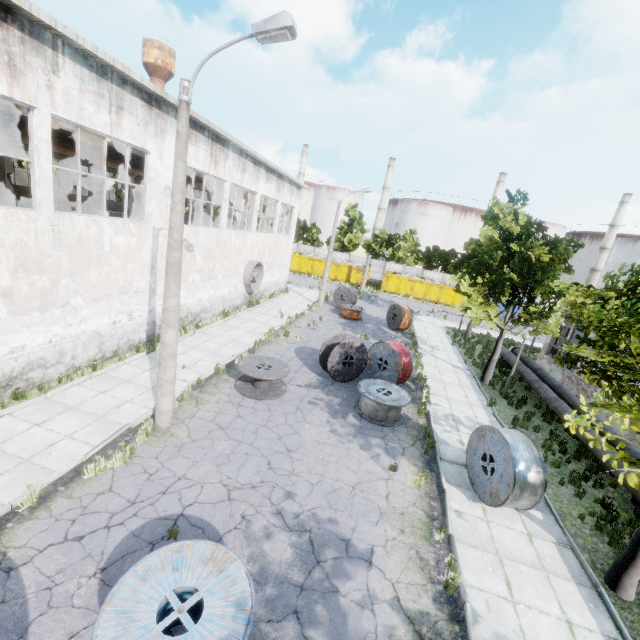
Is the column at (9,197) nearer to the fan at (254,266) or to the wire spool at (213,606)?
the fan at (254,266)

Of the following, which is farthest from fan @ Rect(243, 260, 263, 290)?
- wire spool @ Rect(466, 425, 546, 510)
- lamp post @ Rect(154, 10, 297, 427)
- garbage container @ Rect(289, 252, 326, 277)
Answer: garbage container @ Rect(289, 252, 326, 277)

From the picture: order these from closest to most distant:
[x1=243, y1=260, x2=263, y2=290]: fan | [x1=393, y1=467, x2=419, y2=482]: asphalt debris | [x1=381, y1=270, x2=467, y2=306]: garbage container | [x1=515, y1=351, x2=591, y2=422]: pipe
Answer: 1. [x1=393, y1=467, x2=419, y2=482]: asphalt debris
2. [x1=515, y1=351, x2=591, y2=422]: pipe
3. [x1=243, y1=260, x2=263, y2=290]: fan
4. [x1=381, y1=270, x2=467, y2=306]: garbage container

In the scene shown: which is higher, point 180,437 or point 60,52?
point 60,52

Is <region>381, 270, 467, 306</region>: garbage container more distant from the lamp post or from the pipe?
the lamp post

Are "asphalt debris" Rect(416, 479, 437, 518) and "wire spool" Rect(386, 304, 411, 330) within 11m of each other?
no

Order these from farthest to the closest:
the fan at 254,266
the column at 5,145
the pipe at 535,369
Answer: the fan at 254,266 → the column at 5,145 → the pipe at 535,369

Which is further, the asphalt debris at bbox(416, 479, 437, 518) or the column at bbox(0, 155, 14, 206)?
the column at bbox(0, 155, 14, 206)
